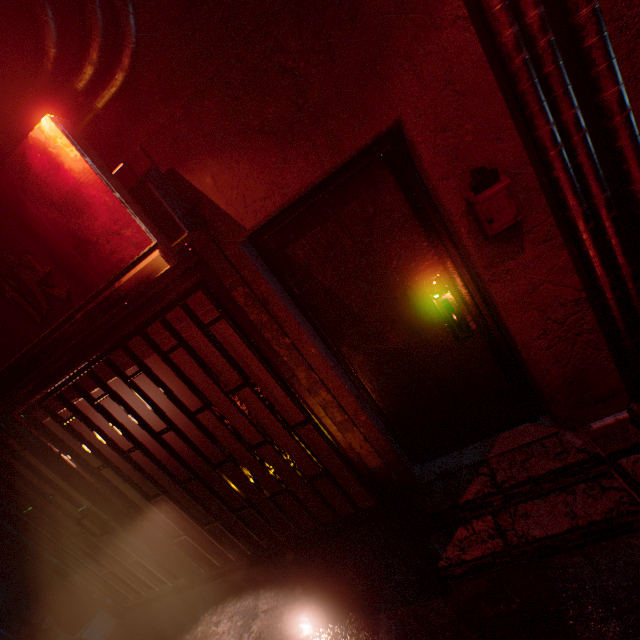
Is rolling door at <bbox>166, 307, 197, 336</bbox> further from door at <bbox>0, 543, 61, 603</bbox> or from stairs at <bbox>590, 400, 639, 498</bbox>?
stairs at <bbox>590, 400, 639, 498</bbox>

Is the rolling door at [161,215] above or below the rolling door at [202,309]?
above

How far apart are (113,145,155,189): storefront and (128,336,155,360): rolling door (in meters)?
0.66

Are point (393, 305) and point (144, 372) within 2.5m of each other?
yes

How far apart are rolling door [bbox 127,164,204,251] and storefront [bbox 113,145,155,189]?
0.0m

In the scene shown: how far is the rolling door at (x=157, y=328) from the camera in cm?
218

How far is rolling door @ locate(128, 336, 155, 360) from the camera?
2.2 meters

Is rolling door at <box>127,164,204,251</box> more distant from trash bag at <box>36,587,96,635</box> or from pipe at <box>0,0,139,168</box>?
trash bag at <box>36,587,96,635</box>
